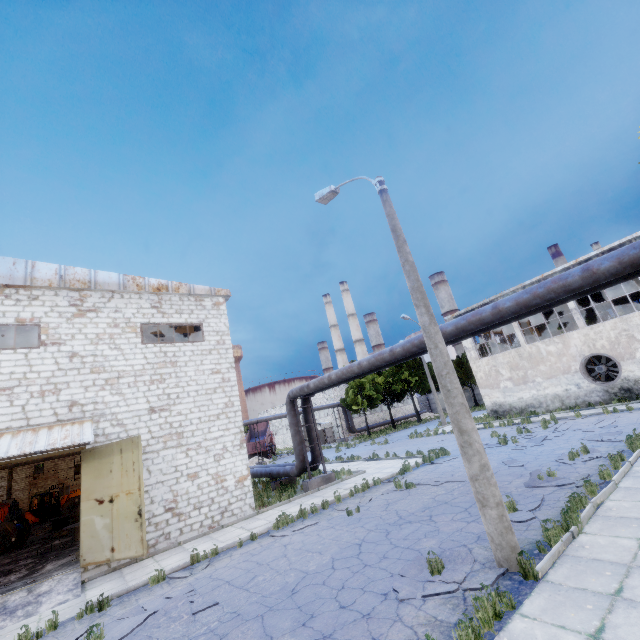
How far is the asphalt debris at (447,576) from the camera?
5.5m

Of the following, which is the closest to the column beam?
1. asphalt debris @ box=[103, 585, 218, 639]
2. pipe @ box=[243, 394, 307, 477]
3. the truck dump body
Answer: pipe @ box=[243, 394, 307, 477]

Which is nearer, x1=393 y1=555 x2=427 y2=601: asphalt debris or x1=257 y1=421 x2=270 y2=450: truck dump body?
x1=393 y1=555 x2=427 y2=601: asphalt debris

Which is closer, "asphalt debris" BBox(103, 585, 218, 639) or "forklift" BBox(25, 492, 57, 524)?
"asphalt debris" BBox(103, 585, 218, 639)

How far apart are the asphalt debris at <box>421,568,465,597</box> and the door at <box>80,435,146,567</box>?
8.6m

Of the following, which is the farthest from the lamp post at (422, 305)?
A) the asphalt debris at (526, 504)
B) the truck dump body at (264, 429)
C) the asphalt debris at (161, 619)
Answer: the truck dump body at (264, 429)

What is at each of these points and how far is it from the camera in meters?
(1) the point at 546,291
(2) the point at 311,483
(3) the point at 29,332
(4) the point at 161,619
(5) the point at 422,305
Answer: (1) pipe, 8.1 m
(2) pipe holder, 16.4 m
(3) column beam, 16.3 m
(4) asphalt debris, 6.9 m
(5) lamp post, 7.3 m

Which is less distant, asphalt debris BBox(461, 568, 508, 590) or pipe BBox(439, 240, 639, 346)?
asphalt debris BBox(461, 568, 508, 590)
